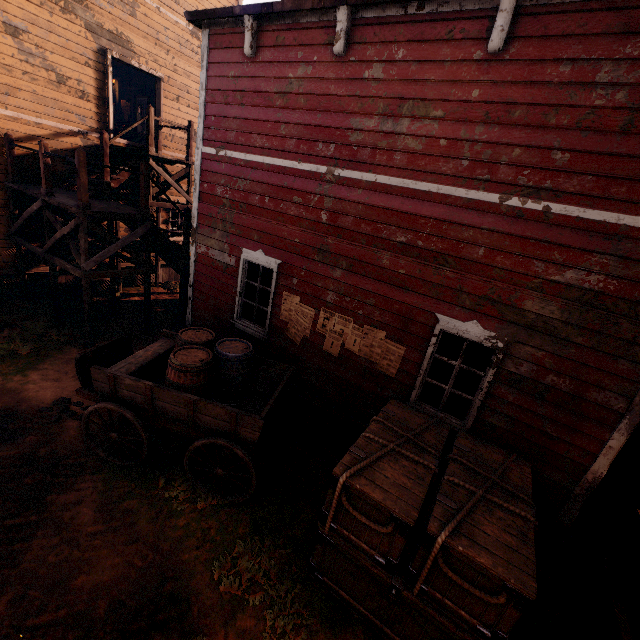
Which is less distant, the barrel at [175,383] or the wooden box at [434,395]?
the barrel at [175,383]

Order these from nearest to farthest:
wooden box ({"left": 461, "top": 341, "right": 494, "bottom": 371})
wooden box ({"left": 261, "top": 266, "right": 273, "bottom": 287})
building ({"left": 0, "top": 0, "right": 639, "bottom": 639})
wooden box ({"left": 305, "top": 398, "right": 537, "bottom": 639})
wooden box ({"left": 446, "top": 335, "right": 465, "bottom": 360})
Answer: wooden box ({"left": 305, "top": 398, "right": 537, "bottom": 639}) → building ({"left": 0, "top": 0, "right": 639, "bottom": 639}) → wooden box ({"left": 461, "top": 341, "right": 494, "bottom": 371}) → wooden box ({"left": 446, "top": 335, "right": 465, "bottom": 360}) → wooden box ({"left": 261, "top": 266, "right": 273, "bottom": 287})

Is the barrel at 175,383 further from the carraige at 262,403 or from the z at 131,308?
the z at 131,308

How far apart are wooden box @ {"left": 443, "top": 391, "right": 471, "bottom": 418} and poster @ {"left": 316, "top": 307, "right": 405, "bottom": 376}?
0.71m

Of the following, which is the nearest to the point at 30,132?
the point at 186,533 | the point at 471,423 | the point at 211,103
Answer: the point at 211,103

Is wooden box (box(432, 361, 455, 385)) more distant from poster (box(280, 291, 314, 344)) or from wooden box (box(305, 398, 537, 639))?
poster (box(280, 291, 314, 344))

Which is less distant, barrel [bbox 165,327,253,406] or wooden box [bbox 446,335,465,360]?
barrel [bbox 165,327,253,406]

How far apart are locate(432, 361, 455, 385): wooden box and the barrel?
3.0m
